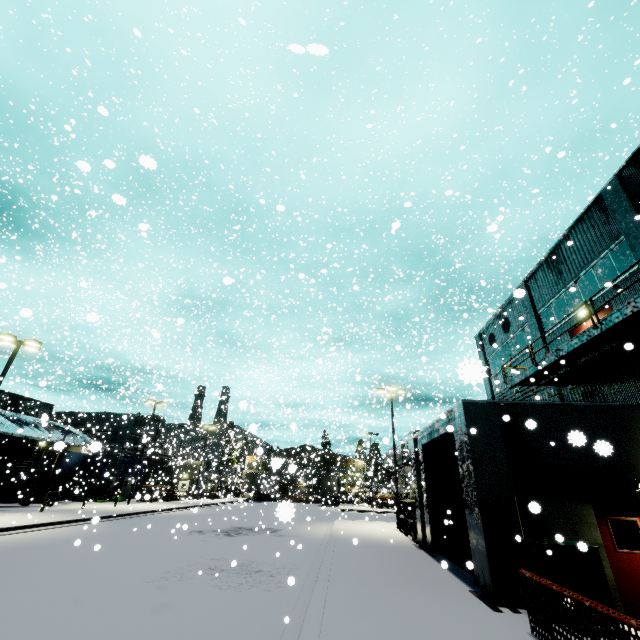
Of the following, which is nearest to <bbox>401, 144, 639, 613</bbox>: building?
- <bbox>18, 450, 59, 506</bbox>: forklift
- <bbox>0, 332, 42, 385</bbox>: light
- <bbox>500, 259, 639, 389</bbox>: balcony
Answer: <bbox>500, 259, 639, 389</bbox>: balcony

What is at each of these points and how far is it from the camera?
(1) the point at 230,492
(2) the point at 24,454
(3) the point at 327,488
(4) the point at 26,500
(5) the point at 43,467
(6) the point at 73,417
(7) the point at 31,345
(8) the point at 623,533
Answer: (1) concrete block, 54.9m
(2) pallet, 26.8m
(3) semi trailer, 49.1m
(4) forklift, 26.3m
(5) roll-up door, 38.7m
(6) building, 33.5m
(7) light, 20.6m
(8) door, 8.4m

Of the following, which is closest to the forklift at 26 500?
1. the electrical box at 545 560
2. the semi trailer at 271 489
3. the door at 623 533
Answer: the semi trailer at 271 489

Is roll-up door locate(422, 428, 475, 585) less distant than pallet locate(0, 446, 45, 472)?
Yes

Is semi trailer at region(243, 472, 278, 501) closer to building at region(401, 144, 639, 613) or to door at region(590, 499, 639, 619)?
building at region(401, 144, 639, 613)

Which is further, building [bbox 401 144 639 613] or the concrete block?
the concrete block

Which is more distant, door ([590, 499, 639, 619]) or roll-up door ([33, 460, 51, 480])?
roll-up door ([33, 460, 51, 480])

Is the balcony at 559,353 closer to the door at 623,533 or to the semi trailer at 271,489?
the door at 623,533
